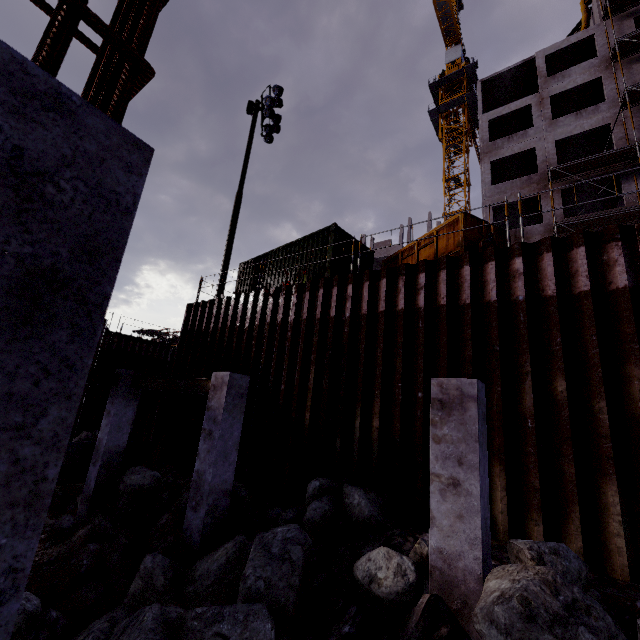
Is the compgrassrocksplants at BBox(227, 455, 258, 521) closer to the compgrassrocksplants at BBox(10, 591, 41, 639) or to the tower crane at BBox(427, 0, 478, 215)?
the compgrassrocksplants at BBox(10, 591, 41, 639)

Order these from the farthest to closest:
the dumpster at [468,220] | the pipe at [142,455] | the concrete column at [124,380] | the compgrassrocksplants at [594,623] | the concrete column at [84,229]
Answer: the pipe at [142,455], the concrete column at [124,380], the dumpster at [468,220], the compgrassrocksplants at [594,623], the concrete column at [84,229]

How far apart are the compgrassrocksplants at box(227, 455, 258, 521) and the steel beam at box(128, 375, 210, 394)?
2.1 meters

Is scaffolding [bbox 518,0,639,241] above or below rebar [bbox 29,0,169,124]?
above

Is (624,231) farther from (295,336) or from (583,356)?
(295,336)

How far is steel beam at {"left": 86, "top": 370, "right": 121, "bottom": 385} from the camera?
9.4m

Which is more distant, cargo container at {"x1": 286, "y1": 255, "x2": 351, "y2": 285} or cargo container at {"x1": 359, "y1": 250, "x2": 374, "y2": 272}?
cargo container at {"x1": 359, "y1": 250, "x2": 374, "y2": 272}

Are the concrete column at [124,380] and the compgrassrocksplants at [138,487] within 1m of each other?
yes
